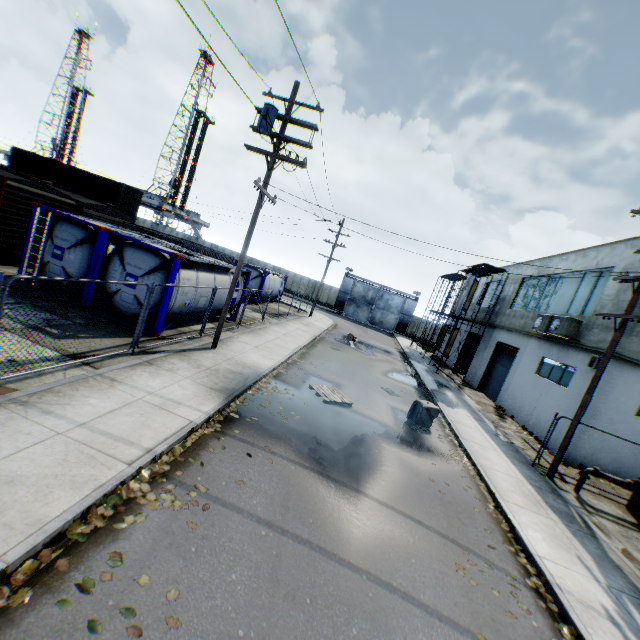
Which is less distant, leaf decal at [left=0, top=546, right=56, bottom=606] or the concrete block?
leaf decal at [left=0, top=546, right=56, bottom=606]

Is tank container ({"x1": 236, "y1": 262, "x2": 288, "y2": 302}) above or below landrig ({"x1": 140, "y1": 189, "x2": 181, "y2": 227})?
below

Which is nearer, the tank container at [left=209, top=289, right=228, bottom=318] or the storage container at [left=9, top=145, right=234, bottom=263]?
the tank container at [left=209, top=289, right=228, bottom=318]

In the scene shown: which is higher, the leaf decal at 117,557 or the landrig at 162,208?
the landrig at 162,208

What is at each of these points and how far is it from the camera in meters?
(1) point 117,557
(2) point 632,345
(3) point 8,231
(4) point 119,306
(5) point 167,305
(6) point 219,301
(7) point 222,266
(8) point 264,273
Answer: (1) leaf decal, 4.0 m
(2) building, 12.5 m
(3) train, 13.3 m
(4) tank container, 11.6 m
(5) tank container, 11.4 m
(6) tank container, 15.3 m
(7) tank container, 15.8 m
(8) tank container, 26.5 m

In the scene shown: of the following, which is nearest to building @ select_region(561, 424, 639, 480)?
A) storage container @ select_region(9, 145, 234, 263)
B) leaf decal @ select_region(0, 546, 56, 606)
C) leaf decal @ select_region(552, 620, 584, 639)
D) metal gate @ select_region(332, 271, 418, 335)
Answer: metal gate @ select_region(332, 271, 418, 335)

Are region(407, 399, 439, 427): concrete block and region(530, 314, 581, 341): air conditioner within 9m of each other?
yes

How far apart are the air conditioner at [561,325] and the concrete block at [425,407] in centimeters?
732cm
